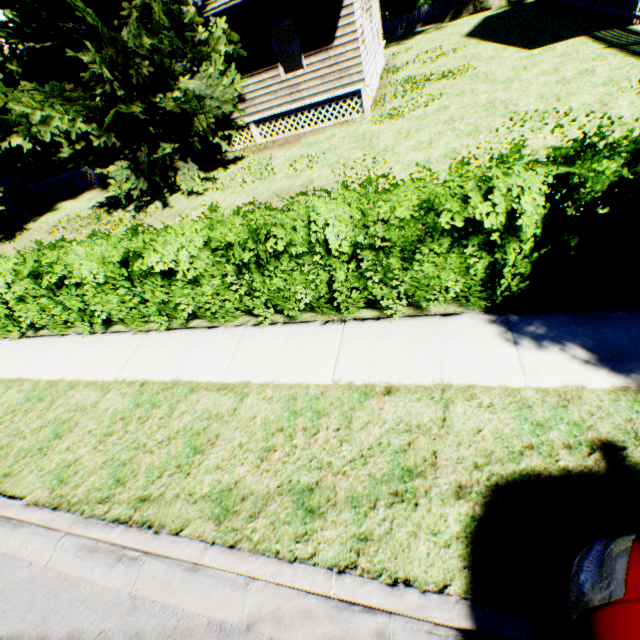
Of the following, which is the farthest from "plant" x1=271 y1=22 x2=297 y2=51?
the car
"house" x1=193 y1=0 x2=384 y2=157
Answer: the car

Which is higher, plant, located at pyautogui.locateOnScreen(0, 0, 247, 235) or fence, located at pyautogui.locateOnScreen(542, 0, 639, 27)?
plant, located at pyautogui.locateOnScreen(0, 0, 247, 235)

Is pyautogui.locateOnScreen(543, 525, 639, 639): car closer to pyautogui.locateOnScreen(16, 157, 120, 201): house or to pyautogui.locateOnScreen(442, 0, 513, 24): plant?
pyautogui.locateOnScreen(442, 0, 513, 24): plant

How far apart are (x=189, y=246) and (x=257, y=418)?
2.73m

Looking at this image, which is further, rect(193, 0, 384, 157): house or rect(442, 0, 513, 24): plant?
rect(442, 0, 513, 24): plant

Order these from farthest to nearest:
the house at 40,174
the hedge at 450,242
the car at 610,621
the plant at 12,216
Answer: the house at 40,174 < the plant at 12,216 < the hedge at 450,242 < the car at 610,621

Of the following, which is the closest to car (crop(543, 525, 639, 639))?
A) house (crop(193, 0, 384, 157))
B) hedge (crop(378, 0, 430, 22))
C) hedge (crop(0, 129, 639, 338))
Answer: hedge (crop(0, 129, 639, 338))

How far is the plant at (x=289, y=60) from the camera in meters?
15.7
